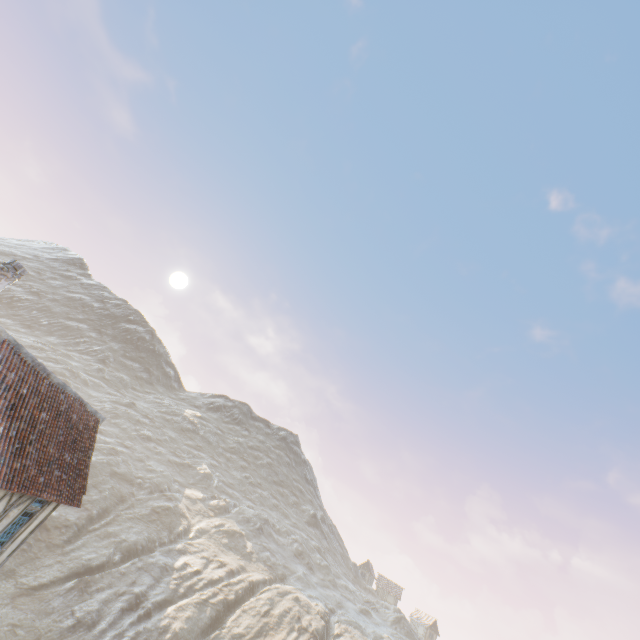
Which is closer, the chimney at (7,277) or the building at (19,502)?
the building at (19,502)

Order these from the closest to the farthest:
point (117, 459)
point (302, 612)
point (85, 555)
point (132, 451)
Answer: point (85, 555) < point (302, 612) < point (117, 459) < point (132, 451)

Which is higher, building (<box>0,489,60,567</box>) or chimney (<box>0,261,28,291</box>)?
chimney (<box>0,261,28,291</box>)

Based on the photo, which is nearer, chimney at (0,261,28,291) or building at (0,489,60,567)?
building at (0,489,60,567)

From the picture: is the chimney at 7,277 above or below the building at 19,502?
above
